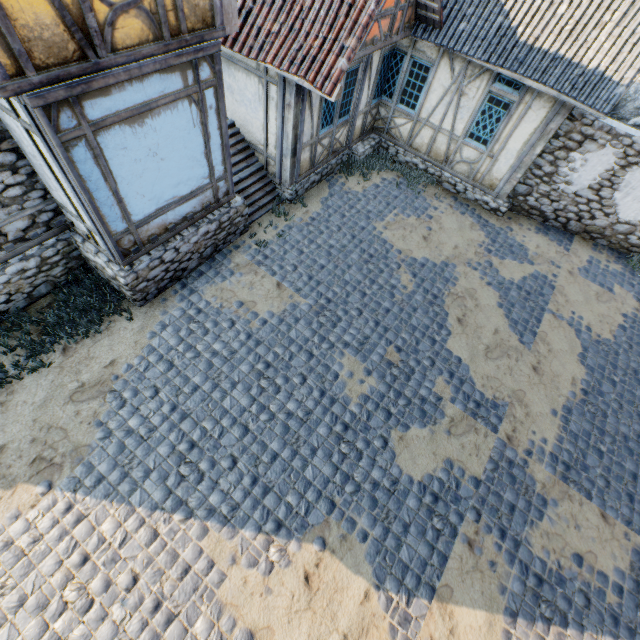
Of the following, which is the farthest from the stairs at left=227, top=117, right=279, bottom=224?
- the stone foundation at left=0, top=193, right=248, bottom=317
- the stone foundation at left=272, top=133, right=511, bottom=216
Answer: the stone foundation at left=272, top=133, right=511, bottom=216

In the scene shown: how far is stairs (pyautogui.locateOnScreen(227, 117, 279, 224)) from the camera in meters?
8.5 m

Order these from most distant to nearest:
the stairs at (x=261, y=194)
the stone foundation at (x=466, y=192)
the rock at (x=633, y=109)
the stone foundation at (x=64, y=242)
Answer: the rock at (x=633, y=109) → the stone foundation at (x=466, y=192) → the stairs at (x=261, y=194) → the stone foundation at (x=64, y=242)

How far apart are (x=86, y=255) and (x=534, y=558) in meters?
10.2

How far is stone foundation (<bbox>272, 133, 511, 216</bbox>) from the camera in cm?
942

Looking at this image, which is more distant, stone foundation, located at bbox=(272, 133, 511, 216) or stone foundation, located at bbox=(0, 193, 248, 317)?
stone foundation, located at bbox=(272, 133, 511, 216)

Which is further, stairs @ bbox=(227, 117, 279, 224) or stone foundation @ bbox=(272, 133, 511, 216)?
stone foundation @ bbox=(272, 133, 511, 216)

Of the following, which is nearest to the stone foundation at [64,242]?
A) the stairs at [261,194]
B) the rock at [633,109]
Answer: the stairs at [261,194]
